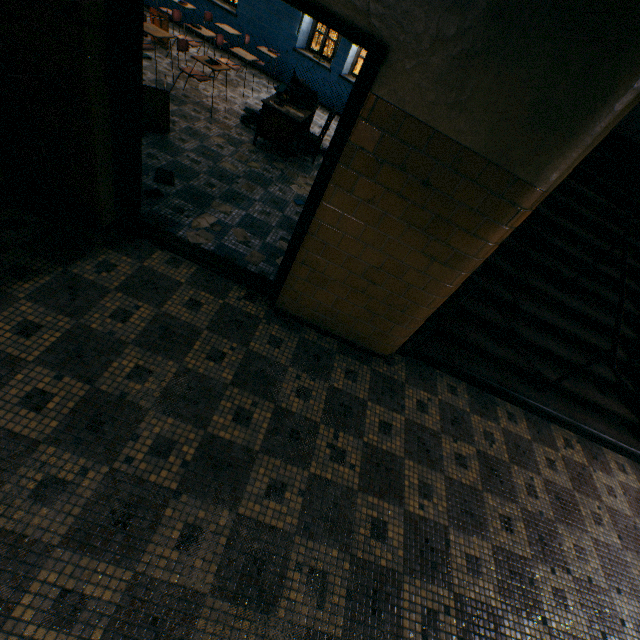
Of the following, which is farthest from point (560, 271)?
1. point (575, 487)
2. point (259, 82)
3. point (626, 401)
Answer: point (259, 82)

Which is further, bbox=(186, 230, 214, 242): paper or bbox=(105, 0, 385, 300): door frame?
bbox=(186, 230, 214, 242): paper

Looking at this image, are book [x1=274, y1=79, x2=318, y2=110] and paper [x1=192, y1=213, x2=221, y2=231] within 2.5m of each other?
no

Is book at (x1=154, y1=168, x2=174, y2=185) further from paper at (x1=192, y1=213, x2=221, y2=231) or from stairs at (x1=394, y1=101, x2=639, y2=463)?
stairs at (x1=394, y1=101, x2=639, y2=463)

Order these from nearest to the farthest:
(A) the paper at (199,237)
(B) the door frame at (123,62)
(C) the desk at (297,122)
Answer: (B) the door frame at (123,62), (A) the paper at (199,237), (C) the desk at (297,122)

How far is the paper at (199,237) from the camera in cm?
344

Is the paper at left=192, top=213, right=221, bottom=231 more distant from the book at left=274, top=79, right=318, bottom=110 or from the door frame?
the book at left=274, top=79, right=318, bottom=110

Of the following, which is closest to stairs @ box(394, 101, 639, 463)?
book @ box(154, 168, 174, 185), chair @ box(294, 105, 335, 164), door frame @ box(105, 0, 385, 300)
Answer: door frame @ box(105, 0, 385, 300)
